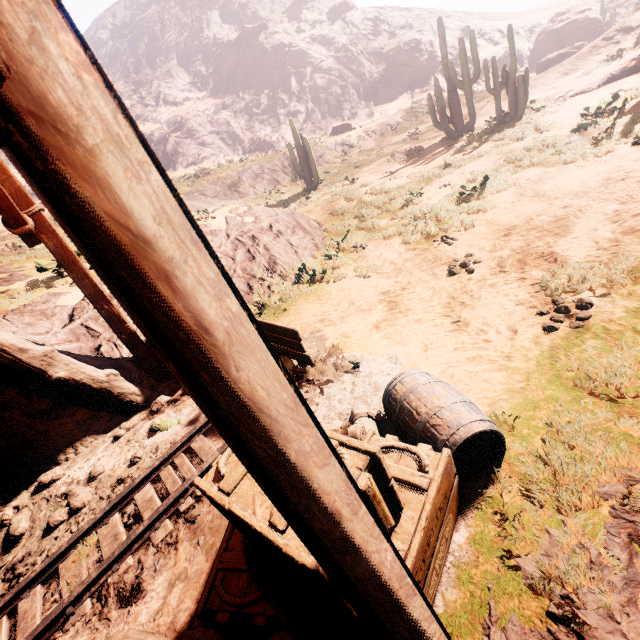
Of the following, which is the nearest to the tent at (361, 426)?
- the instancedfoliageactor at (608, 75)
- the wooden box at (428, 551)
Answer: the wooden box at (428, 551)

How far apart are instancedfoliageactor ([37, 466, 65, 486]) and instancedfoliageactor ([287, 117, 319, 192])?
18.8m

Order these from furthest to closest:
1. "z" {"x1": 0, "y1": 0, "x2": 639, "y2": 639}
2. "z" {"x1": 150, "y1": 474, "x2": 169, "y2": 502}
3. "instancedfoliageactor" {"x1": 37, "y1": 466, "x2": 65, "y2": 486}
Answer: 1. "instancedfoliageactor" {"x1": 37, "y1": 466, "x2": 65, "y2": 486}
2. "z" {"x1": 150, "y1": 474, "x2": 169, "y2": 502}
3. "z" {"x1": 0, "y1": 0, "x2": 639, "y2": 639}

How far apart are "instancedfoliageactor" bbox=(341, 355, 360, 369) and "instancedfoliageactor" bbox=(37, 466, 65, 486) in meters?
4.1 m

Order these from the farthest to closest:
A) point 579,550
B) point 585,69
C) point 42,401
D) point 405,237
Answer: point 585,69
point 405,237
point 42,401
point 579,550

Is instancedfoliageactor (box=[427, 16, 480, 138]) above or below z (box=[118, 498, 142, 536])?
above

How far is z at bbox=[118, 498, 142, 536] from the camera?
3.4m

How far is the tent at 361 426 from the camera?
2.9m
